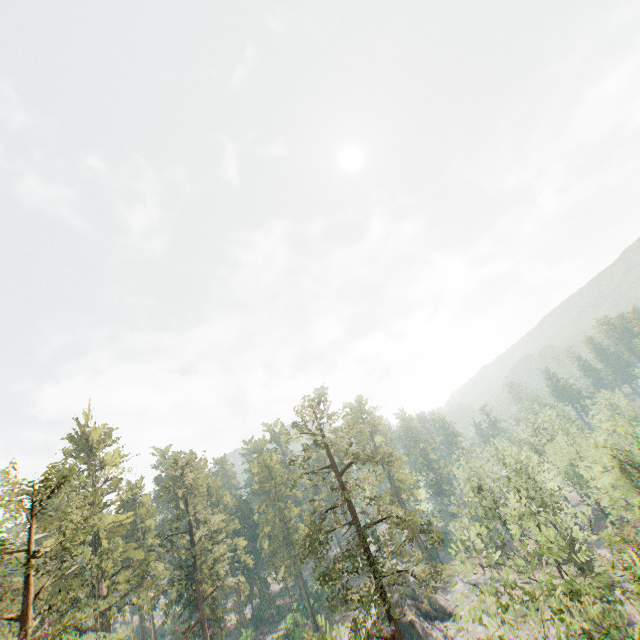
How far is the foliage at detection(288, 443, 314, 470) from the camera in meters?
25.8

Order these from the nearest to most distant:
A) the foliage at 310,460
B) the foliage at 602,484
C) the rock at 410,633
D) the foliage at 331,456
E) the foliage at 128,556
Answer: the foliage at 602,484 < the foliage at 128,556 < the foliage at 331,456 < the foliage at 310,460 < the rock at 410,633

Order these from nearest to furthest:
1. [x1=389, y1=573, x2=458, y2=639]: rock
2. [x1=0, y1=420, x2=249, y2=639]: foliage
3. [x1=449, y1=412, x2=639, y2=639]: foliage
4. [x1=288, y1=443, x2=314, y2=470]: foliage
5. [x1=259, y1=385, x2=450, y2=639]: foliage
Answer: [x1=449, y1=412, x2=639, y2=639]: foliage < [x1=0, y1=420, x2=249, y2=639]: foliage < [x1=259, y1=385, x2=450, y2=639]: foliage < [x1=288, y1=443, x2=314, y2=470]: foliage < [x1=389, y1=573, x2=458, y2=639]: rock

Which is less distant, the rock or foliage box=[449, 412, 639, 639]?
foliage box=[449, 412, 639, 639]

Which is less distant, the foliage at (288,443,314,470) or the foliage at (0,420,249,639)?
the foliage at (0,420,249,639)

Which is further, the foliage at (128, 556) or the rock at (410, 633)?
the rock at (410, 633)

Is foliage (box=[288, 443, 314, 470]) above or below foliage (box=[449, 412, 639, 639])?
above

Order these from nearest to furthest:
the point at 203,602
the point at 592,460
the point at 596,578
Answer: the point at 596,578 → the point at 203,602 → the point at 592,460
